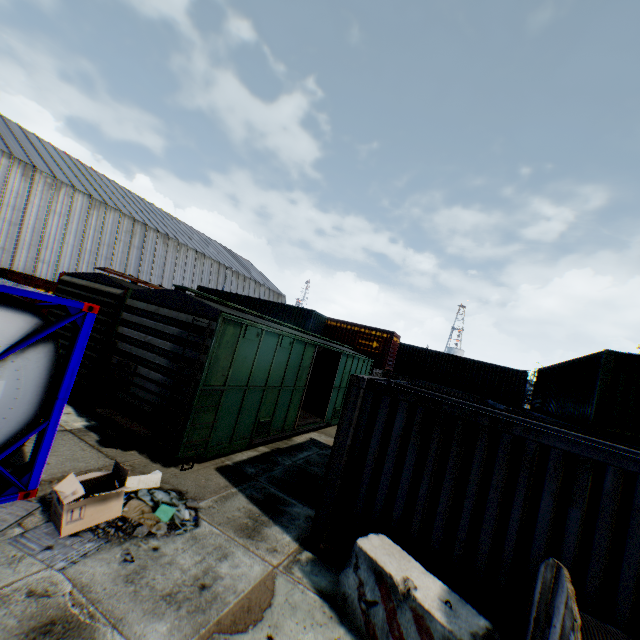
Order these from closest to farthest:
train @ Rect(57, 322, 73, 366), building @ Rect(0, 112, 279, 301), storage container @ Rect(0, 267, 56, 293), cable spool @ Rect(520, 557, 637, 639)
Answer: cable spool @ Rect(520, 557, 637, 639)
train @ Rect(57, 322, 73, 366)
storage container @ Rect(0, 267, 56, 293)
building @ Rect(0, 112, 279, 301)

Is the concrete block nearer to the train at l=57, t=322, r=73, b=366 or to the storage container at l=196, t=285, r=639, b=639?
the storage container at l=196, t=285, r=639, b=639

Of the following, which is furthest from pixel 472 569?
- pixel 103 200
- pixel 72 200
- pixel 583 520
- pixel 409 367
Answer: pixel 103 200

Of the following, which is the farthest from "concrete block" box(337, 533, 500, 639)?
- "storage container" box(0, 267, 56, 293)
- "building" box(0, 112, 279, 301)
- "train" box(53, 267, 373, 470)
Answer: "building" box(0, 112, 279, 301)

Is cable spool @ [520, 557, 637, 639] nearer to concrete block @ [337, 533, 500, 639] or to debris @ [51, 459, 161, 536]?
concrete block @ [337, 533, 500, 639]

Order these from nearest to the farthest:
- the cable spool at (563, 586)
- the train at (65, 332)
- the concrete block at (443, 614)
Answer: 1. the cable spool at (563, 586)
2. the concrete block at (443, 614)
3. the train at (65, 332)

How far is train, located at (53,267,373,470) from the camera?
7.0m

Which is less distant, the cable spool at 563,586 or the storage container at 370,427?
the cable spool at 563,586
